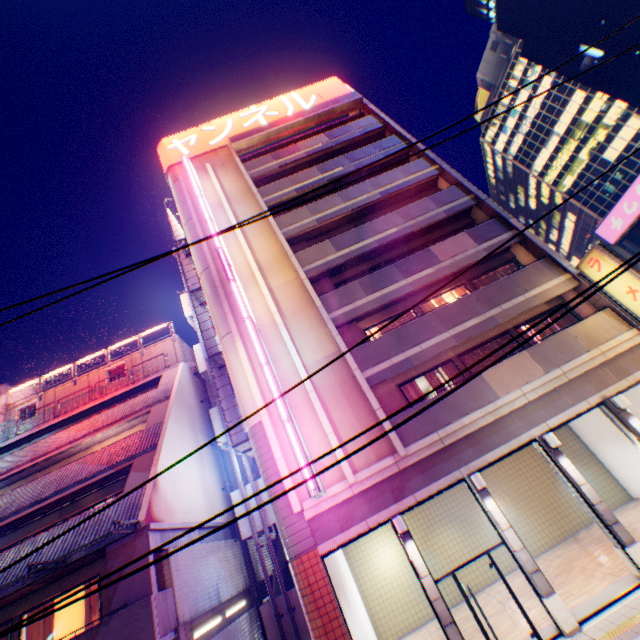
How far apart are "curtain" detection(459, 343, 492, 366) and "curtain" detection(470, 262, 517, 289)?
2.7m

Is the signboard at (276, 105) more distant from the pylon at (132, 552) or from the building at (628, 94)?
the building at (628, 94)

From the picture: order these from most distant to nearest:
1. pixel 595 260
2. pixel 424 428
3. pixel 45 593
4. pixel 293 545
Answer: pixel 595 260, pixel 424 428, pixel 45 593, pixel 293 545

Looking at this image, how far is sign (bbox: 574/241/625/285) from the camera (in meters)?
11.91

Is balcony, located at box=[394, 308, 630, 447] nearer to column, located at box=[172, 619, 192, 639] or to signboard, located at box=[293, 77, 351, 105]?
column, located at box=[172, 619, 192, 639]

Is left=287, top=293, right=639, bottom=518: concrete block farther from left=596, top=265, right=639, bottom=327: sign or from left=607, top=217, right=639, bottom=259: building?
left=607, top=217, right=639, bottom=259: building

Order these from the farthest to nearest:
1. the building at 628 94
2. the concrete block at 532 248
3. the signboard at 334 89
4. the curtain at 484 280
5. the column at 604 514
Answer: the building at 628 94 → the signboard at 334 89 → the curtain at 484 280 → the concrete block at 532 248 → the column at 604 514

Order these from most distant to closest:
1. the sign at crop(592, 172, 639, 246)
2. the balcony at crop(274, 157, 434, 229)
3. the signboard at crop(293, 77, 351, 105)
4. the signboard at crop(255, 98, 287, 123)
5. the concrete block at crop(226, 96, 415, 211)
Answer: the signboard at crop(293, 77, 351, 105) → the signboard at crop(255, 98, 287, 123) → the concrete block at crop(226, 96, 415, 211) → the sign at crop(592, 172, 639, 246) → the balcony at crop(274, 157, 434, 229)
